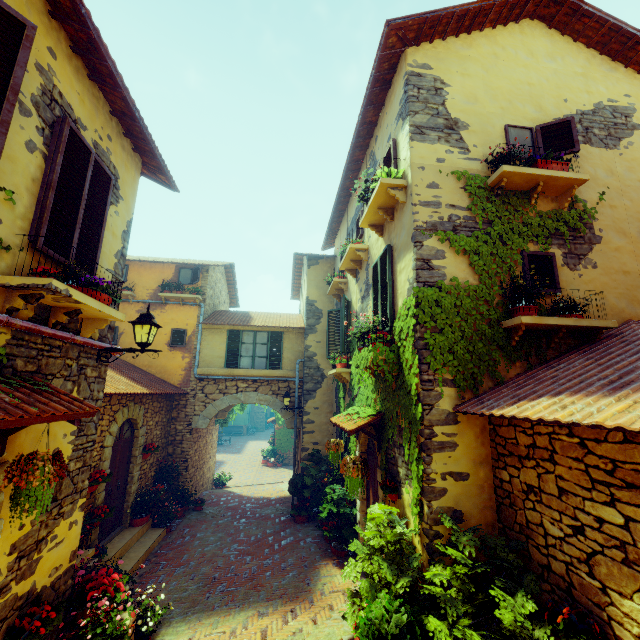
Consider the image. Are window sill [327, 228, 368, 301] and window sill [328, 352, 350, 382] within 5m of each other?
yes

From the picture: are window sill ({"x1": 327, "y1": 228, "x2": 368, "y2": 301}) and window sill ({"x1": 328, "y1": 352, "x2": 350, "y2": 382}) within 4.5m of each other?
yes

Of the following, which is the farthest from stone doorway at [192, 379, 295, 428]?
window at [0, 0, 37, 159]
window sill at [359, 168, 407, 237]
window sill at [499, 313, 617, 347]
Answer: window sill at [499, 313, 617, 347]

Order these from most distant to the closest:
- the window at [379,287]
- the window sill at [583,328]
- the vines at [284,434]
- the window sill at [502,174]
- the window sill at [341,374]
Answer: the vines at [284,434]
the window sill at [341,374]
the window at [379,287]
the window sill at [502,174]
the window sill at [583,328]

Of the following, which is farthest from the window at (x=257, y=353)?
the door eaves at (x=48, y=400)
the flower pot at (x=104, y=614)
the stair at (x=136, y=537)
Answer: the stair at (x=136, y=537)

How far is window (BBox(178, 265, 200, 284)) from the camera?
12.6m

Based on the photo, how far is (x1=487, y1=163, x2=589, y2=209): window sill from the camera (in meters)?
5.08

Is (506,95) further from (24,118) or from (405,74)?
(24,118)
